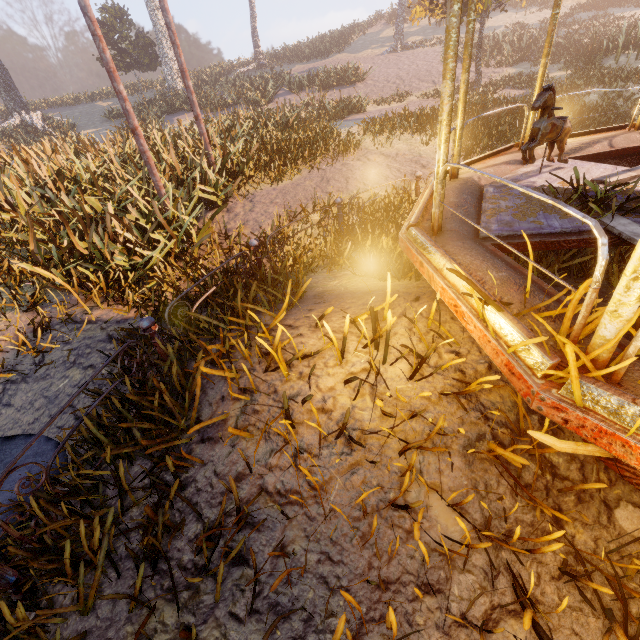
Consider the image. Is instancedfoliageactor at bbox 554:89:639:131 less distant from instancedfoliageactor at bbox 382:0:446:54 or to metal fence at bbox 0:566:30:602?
instancedfoliageactor at bbox 382:0:446:54

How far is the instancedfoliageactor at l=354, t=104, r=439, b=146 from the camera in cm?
889

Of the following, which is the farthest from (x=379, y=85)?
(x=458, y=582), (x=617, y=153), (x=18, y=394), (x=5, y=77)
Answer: (x=5, y=77)

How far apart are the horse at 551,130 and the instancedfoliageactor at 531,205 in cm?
→ 41

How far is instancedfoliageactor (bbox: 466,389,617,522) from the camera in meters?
1.6 m

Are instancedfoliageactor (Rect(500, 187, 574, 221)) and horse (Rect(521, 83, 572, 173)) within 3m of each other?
yes

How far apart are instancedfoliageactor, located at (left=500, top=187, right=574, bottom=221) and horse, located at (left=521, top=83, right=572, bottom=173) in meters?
0.4 m

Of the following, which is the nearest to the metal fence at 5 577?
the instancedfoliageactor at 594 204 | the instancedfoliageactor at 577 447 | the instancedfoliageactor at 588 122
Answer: the instancedfoliageactor at 577 447
